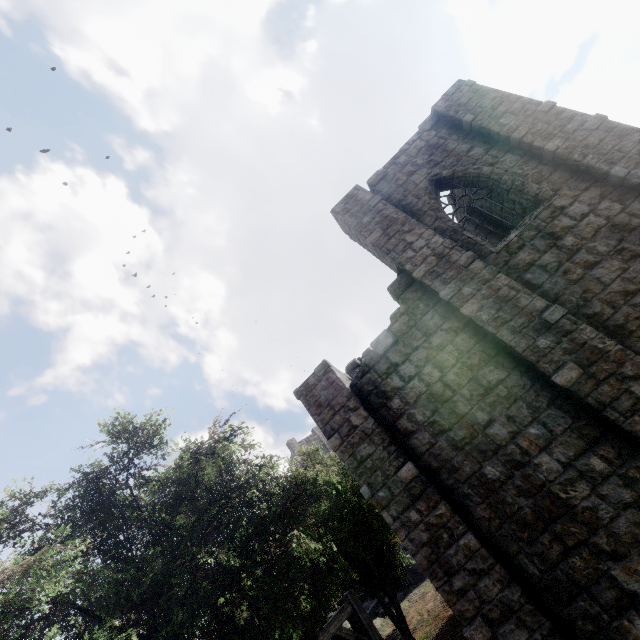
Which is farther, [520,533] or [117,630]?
[117,630]
